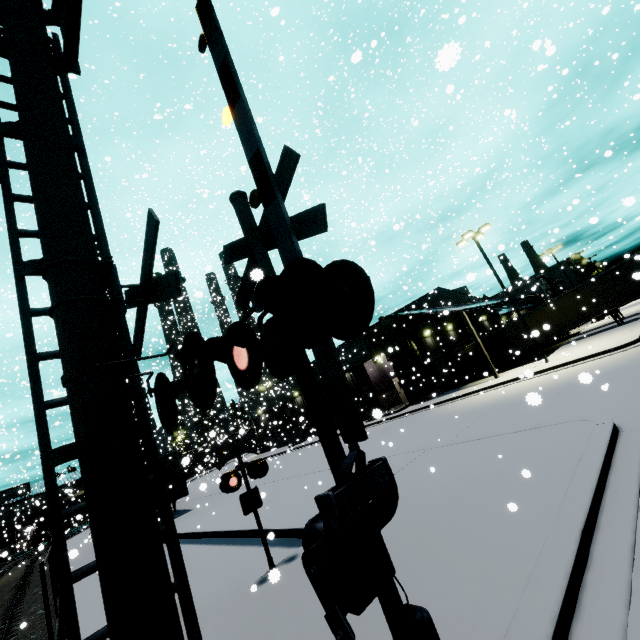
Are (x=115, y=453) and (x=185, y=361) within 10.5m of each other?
yes

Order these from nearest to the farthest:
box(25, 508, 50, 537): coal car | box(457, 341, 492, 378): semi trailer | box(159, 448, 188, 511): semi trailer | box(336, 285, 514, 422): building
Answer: box(159, 448, 188, 511): semi trailer → box(336, 285, 514, 422): building → box(457, 341, 492, 378): semi trailer → box(25, 508, 50, 537): coal car

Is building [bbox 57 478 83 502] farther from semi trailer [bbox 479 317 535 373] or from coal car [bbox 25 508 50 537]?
coal car [bbox 25 508 50 537]

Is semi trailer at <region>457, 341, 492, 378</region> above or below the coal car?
below

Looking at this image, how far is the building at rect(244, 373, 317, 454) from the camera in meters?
38.4 m

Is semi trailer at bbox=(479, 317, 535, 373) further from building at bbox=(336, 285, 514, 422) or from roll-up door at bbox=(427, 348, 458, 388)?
roll-up door at bbox=(427, 348, 458, 388)

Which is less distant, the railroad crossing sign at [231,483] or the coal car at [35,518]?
the railroad crossing sign at [231,483]

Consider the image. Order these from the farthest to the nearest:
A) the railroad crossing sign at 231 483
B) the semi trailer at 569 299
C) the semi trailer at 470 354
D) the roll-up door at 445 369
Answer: the semi trailer at 470 354 < the roll-up door at 445 369 < the semi trailer at 569 299 < the railroad crossing sign at 231 483
